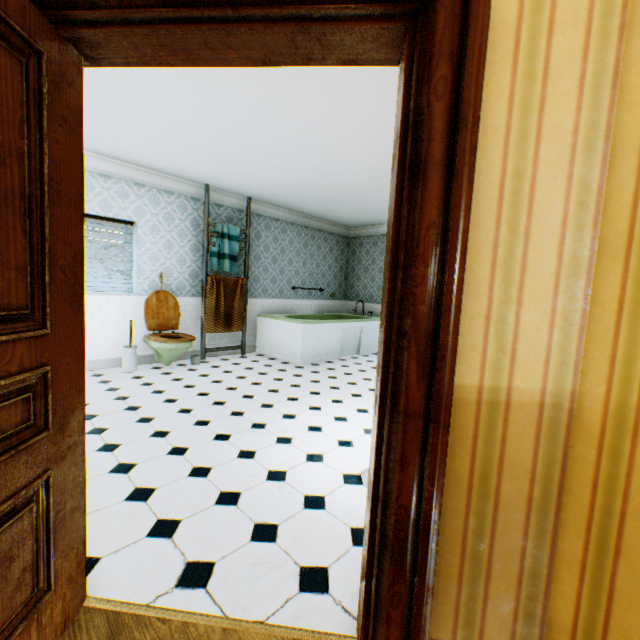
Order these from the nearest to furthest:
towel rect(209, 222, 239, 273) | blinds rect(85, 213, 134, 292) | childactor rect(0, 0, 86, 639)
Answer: childactor rect(0, 0, 86, 639)
blinds rect(85, 213, 134, 292)
towel rect(209, 222, 239, 273)

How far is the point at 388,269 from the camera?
1.07m

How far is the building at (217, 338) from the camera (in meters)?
A: 6.29

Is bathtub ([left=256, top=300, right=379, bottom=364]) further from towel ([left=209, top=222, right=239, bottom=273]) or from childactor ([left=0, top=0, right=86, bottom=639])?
childactor ([left=0, top=0, right=86, bottom=639])

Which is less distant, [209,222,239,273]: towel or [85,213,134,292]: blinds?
[85,213,134,292]: blinds

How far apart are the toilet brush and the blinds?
0.6m

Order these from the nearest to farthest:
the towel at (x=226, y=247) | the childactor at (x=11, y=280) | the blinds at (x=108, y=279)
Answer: the childactor at (x=11, y=280), the blinds at (x=108, y=279), the towel at (x=226, y=247)

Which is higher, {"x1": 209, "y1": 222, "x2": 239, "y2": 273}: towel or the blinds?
{"x1": 209, "y1": 222, "x2": 239, "y2": 273}: towel
